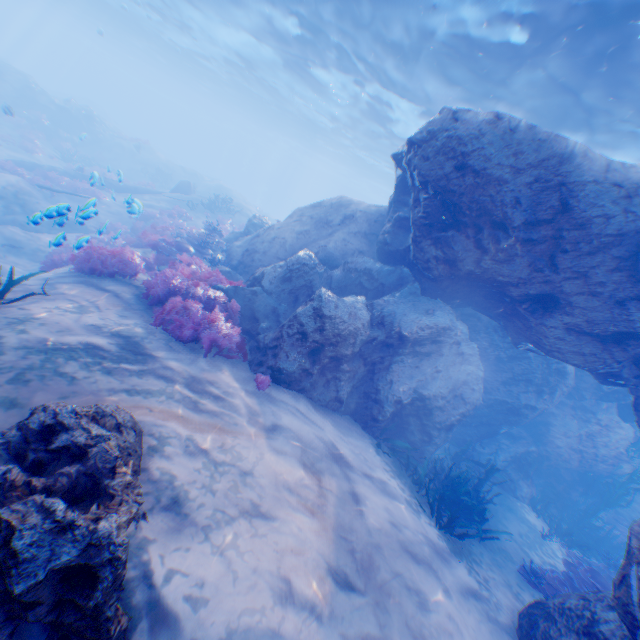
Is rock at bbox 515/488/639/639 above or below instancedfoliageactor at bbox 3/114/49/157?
above

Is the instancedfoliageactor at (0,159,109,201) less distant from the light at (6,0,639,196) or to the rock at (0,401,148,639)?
the rock at (0,401,148,639)

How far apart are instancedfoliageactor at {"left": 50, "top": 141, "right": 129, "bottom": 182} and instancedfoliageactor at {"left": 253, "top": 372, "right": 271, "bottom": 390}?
28.1m

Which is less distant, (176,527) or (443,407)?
(176,527)

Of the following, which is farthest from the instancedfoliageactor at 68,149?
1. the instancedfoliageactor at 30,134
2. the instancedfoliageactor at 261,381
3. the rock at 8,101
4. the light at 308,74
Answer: the instancedfoliageactor at 261,381

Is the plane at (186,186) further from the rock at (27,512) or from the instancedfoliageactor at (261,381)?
the instancedfoliageactor at (261,381)

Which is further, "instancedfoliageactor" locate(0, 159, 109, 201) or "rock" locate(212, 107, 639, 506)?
"instancedfoliageactor" locate(0, 159, 109, 201)

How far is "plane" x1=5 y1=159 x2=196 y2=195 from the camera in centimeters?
1831cm
